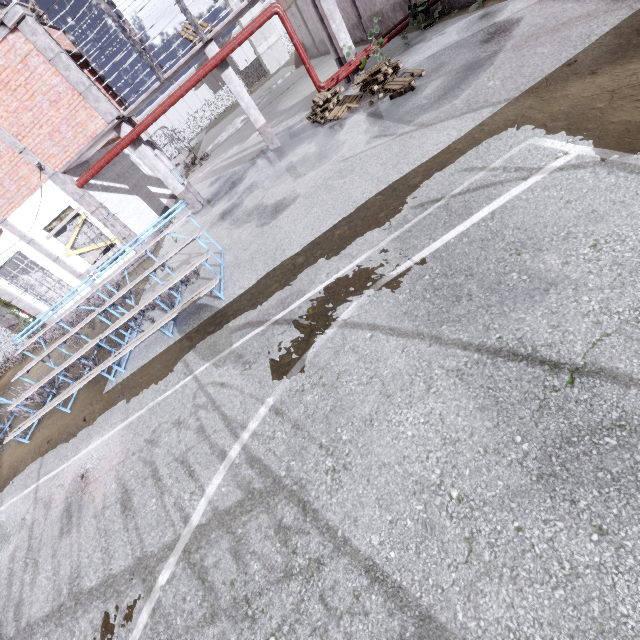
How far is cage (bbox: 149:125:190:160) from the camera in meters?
36.2

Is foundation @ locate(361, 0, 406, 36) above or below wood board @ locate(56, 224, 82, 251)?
below

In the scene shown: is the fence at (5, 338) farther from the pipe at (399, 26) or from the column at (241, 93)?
the column at (241, 93)

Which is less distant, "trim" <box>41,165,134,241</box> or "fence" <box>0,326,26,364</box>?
"trim" <box>41,165,134,241</box>

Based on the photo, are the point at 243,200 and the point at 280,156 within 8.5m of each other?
yes

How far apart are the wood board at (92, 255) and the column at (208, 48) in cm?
734

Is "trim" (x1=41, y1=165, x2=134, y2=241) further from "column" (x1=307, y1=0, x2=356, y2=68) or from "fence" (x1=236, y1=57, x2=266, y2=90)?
"column" (x1=307, y1=0, x2=356, y2=68)

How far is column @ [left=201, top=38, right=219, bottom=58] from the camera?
11.2m
